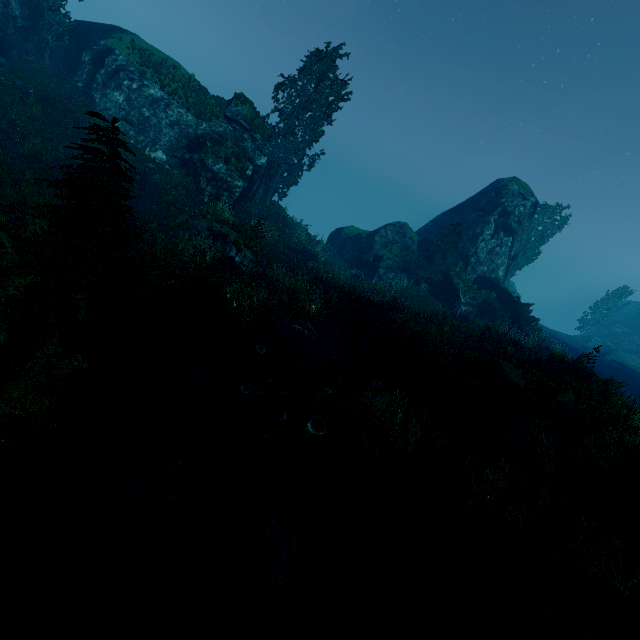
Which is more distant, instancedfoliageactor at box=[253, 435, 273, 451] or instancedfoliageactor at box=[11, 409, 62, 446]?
instancedfoliageactor at box=[253, 435, 273, 451]

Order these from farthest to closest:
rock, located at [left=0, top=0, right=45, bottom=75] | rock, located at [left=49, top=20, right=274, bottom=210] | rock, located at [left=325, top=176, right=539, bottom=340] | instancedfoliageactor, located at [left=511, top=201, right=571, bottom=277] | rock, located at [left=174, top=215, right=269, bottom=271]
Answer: instancedfoliageactor, located at [left=511, top=201, right=571, bottom=277] → rock, located at [left=325, top=176, right=539, bottom=340] → rock, located at [left=49, top=20, right=274, bottom=210] → rock, located at [left=0, top=0, right=45, bottom=75] → rock, located at [left=174, top=215, right=269, bottom=271]

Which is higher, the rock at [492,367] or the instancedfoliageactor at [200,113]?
the instancedfoliageactor at [200,113]

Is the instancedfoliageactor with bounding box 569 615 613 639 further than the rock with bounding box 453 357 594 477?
No

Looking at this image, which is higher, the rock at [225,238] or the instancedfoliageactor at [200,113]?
the instancedfoliageactor at [200,113]

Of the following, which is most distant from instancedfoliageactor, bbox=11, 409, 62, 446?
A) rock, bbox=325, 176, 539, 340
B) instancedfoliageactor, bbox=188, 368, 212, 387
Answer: instancedfoliageactor, bbox=188, 368, 212, 387

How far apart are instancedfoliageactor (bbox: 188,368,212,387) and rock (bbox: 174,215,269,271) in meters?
8.2

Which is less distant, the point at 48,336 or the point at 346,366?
the point at 48,336
